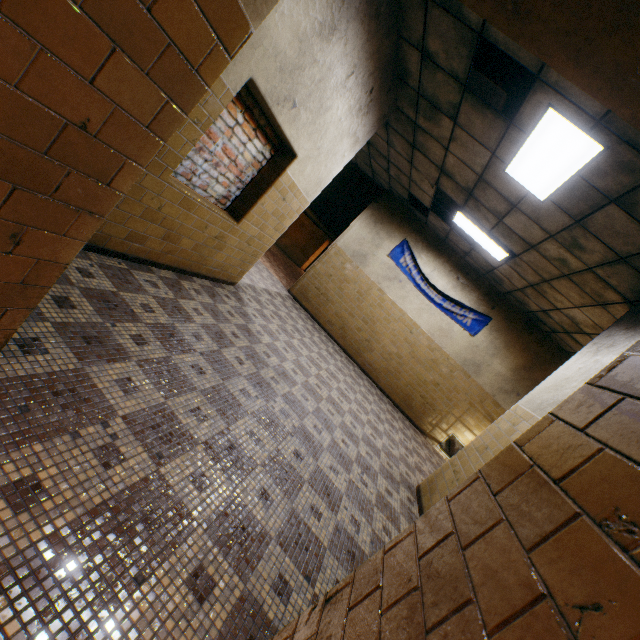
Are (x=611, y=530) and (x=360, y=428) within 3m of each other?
no

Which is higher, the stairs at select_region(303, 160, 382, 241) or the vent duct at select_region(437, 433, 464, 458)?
the stairs at select_region(303, 160, 382, 241)

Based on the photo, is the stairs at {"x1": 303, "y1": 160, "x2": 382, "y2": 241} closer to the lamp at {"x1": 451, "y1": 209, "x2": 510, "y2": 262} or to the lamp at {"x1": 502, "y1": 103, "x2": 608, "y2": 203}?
the lamp at {"x1": 451, "y1": 209, "x2": 510, "y2": 262}

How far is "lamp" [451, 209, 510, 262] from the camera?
6.2m

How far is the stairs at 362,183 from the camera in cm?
948

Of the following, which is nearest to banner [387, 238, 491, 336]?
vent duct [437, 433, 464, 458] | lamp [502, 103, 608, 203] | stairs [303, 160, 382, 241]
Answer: stairs [303, 160, 382, 241]

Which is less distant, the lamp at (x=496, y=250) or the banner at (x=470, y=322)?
the lamp at (x=496, y=250)

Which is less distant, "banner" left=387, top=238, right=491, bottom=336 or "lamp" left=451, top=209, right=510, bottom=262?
"lamp" left=451, top=209, right=510, bottom=262
